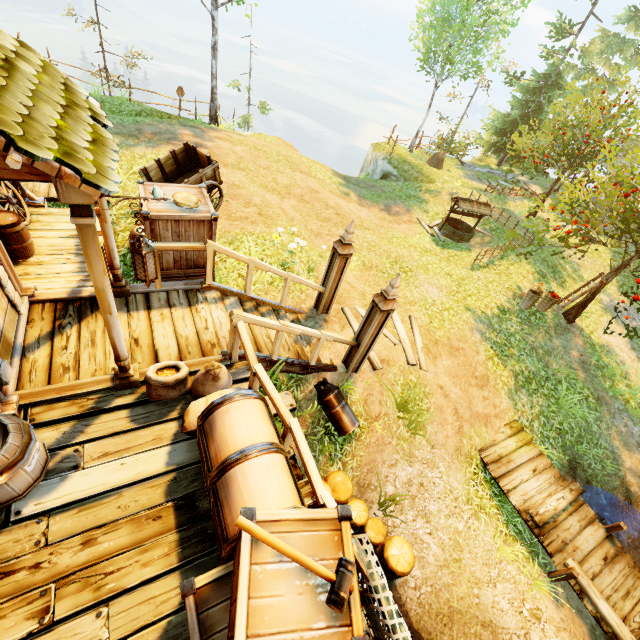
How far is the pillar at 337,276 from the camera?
6.3 meters

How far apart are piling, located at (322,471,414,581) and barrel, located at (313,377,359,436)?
0.6 meters

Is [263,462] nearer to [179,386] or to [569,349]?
[179,386]

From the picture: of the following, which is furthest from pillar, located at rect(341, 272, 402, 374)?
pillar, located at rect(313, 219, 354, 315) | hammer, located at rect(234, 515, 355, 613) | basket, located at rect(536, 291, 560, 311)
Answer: basket, located at rect(536, 291, 560, 311)

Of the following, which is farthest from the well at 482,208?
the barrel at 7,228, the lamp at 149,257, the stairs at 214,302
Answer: the barrel at 7,228

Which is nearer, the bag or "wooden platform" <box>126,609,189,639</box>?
"wooden platform" <box>126,609,189,639</box>

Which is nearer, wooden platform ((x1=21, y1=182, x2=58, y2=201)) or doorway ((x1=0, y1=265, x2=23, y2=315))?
doorway ((x1=0, y1=265, x2=23, y2=315))

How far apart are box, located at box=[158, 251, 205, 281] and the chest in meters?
3.0
